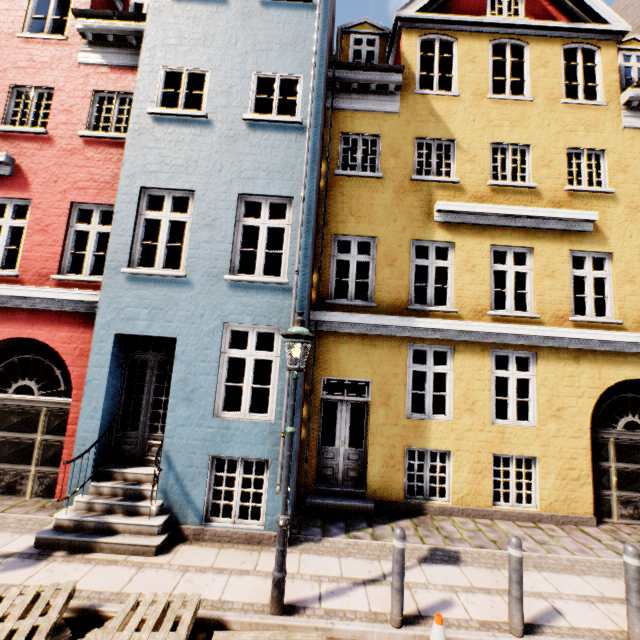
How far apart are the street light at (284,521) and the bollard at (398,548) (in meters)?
1.34

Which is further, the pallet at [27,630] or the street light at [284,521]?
the street light at [284,521]

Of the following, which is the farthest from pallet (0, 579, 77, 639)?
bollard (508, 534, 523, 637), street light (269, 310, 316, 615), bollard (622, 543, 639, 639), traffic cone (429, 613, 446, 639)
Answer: bollard (622, 543, 639, 639)

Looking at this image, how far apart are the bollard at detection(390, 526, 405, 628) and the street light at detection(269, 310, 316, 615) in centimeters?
134cm

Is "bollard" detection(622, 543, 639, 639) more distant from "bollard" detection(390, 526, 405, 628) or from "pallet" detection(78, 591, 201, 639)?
"pallet" detection(78, 591, 201, 639)

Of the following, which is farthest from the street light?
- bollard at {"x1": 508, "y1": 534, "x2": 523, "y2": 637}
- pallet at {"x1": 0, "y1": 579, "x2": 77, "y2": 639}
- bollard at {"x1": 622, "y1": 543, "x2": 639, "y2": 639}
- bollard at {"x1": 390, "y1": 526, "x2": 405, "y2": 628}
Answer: bollard at {"x1": 622, "y1": 543, "x2": 639, "y2": 639}

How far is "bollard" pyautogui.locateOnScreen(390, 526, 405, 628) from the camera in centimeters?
398cm

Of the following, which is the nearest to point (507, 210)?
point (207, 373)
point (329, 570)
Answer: point (207, 373)
